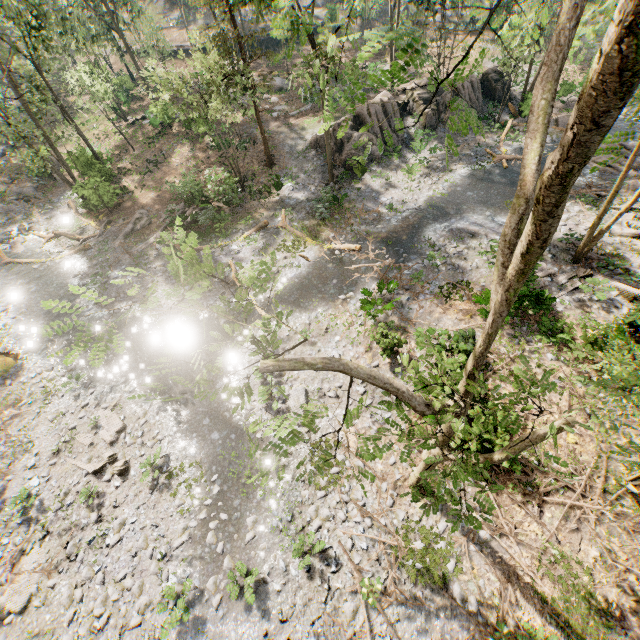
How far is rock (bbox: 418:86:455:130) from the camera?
26.4m

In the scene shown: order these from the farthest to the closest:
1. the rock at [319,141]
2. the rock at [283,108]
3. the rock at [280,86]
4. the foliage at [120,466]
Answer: the rock at [280,86] < the rock at [283,108] < the rock at [319,141] < the foliage at [120,466]

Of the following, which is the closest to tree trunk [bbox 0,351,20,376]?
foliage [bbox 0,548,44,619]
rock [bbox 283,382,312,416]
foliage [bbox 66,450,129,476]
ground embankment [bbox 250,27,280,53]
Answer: foliage [bbox 66,450,129,476]

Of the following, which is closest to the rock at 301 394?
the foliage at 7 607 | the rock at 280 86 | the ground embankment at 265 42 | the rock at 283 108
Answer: the foliage at 7 607

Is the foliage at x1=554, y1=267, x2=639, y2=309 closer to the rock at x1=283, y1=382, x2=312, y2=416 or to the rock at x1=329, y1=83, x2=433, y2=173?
the rock at x1=329, y1=83, x2=433, y2=173

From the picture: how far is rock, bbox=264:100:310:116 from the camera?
30.28m

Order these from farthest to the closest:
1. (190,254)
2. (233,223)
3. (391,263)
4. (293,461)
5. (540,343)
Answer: (233,223)
(391,263)
(540,343)
(293,461)
(190,254)

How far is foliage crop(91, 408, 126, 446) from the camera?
14.27m
